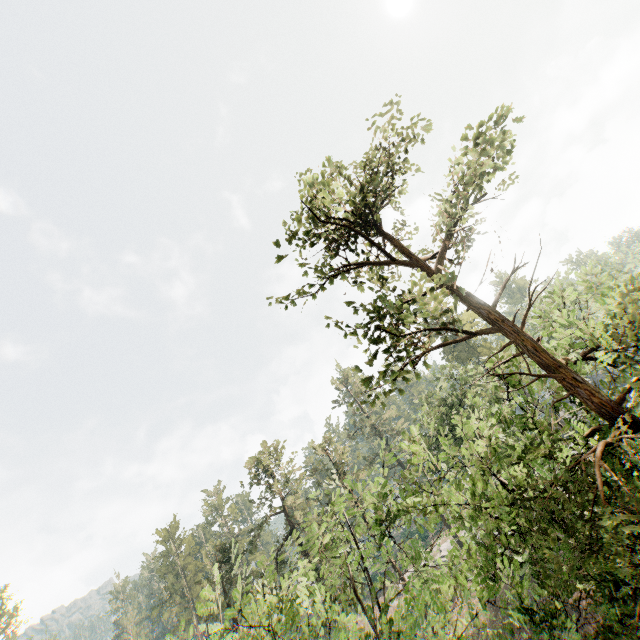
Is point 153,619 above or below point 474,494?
above
